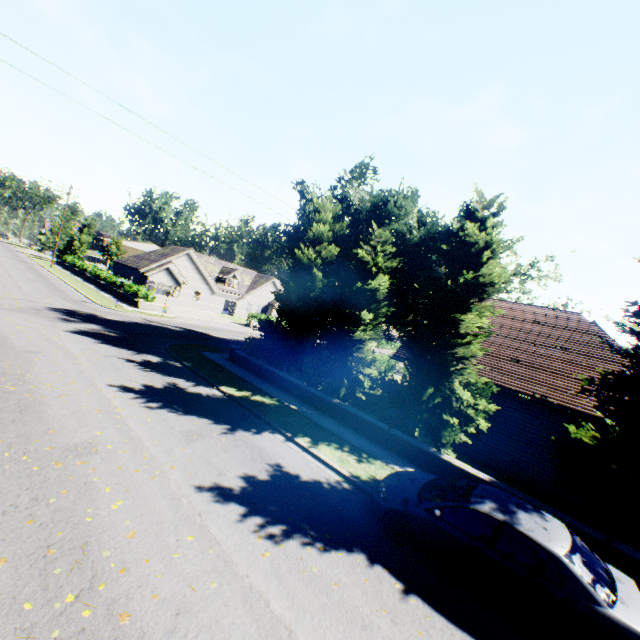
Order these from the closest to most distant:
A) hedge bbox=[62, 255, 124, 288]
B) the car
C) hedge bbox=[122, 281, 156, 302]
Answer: the car
hedge bbox=[122, 281, 156, 302]
hedge bbox=[62, 255, 124, 288]

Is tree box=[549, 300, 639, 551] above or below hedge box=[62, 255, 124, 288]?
above

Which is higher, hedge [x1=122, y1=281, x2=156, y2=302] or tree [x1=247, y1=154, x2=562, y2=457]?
tree [x1=247, y1=154, x2=562, y2=457]

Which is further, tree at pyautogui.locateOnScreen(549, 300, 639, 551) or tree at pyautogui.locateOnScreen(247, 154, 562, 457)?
tree at pyautogui.locateOnScreen(247, 154, 562, 457)

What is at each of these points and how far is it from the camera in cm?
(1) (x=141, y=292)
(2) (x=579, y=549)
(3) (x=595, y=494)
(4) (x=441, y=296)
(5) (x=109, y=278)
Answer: (1) hedge, 3075
(2) car, 595
(3) tree, 895
(4) tree, 1230
(5) hedge, 3778

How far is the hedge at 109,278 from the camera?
36.9m

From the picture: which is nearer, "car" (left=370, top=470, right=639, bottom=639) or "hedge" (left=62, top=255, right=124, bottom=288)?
"car" (left=370, top=470, right=639, bottom=639)

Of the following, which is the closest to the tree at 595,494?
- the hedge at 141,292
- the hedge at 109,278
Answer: the hedge at 109,278
